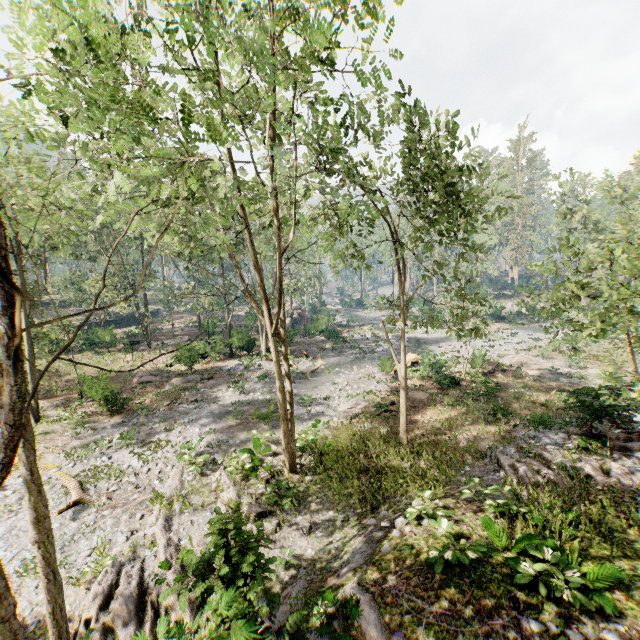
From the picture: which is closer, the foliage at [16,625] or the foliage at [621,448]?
the foliage at [16,625]

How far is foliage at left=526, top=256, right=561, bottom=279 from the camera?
8.43m

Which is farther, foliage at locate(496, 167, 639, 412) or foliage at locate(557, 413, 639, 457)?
foliage at locate(557, 413, 639, 457)

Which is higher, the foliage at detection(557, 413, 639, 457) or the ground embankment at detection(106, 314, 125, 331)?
the ground embankment at detection(106, 314, 125, 331)

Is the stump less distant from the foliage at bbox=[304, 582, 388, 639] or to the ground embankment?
the foliage at bbox=[304, 582, 388, 639]

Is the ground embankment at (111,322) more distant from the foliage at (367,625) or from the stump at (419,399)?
the stump at (419,399)

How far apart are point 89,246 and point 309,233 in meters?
37.4 m
